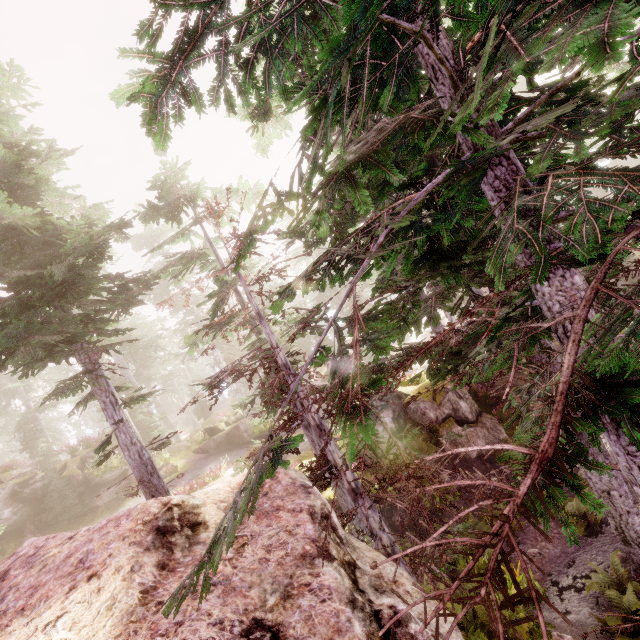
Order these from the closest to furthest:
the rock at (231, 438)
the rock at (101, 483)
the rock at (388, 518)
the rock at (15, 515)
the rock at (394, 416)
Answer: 1. the rock at (15, 515)
2. the rock at (388, 518)
3. the rock at (394, 416)
4. the rock at (101, 483)
5. the rock at (231, 438)

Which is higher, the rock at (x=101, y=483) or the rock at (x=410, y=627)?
the rock at (x=101, y=483)

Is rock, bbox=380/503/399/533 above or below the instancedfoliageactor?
below

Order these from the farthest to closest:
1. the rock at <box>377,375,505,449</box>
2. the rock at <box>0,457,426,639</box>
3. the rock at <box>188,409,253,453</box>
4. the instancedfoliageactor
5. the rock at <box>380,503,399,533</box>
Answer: the rock at <box>188,409,253,453</box>, the rock at <box>377,375,505,449</box>, the rock at <box>380,503,399,533</box>, the rock at <box>0,457,426,639</box>, the instancedfoliageactor

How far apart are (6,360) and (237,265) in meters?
7.2

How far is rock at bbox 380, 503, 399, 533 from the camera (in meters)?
14.45
